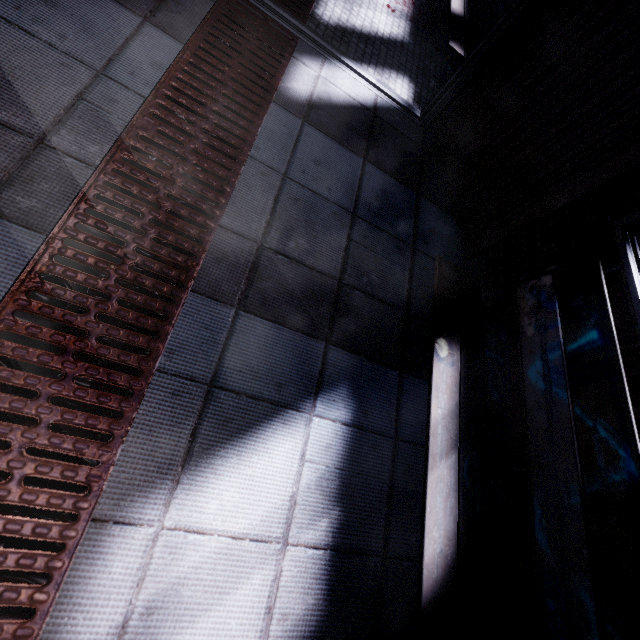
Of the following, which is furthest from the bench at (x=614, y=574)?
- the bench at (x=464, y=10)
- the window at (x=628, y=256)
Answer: the bench at (x=464, y=10)

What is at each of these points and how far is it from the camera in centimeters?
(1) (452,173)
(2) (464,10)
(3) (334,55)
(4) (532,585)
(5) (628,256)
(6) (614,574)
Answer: (1) door, 185cm
(2) bench, 234cm
(3) door, 178cm
(4) window, 112cm
(5) window, 119cm
(6) bench, 83cm

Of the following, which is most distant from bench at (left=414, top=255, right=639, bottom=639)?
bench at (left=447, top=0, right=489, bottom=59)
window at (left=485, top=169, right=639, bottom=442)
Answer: bench at (left=447, top=0, right=489, bottom=59)

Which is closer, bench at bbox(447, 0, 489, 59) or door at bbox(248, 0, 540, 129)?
door at bbox(248, 0, 540, 129)

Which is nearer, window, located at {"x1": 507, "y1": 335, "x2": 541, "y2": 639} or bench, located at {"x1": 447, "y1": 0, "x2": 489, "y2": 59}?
window, located at {"x1": 507, "y1": 335, "x2": 541, "y2": 639}

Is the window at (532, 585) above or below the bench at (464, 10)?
below

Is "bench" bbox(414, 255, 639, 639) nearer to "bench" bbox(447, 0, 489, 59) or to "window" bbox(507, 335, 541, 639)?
"window" bbox(507, 335, 541, 639)
